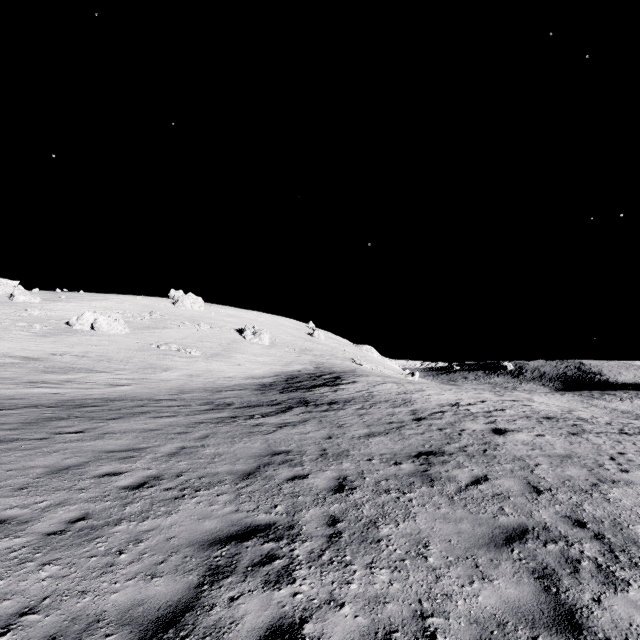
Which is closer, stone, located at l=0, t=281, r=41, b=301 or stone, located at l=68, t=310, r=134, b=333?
stone, located at l=68, t=310, r=134, b=333

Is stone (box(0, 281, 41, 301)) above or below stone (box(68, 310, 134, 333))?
above

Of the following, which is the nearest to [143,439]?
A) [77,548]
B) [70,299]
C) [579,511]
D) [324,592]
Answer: [77,548]

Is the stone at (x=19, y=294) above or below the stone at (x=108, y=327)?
above

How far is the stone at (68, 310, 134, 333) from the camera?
44.1m

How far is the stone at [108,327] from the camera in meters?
44.1
